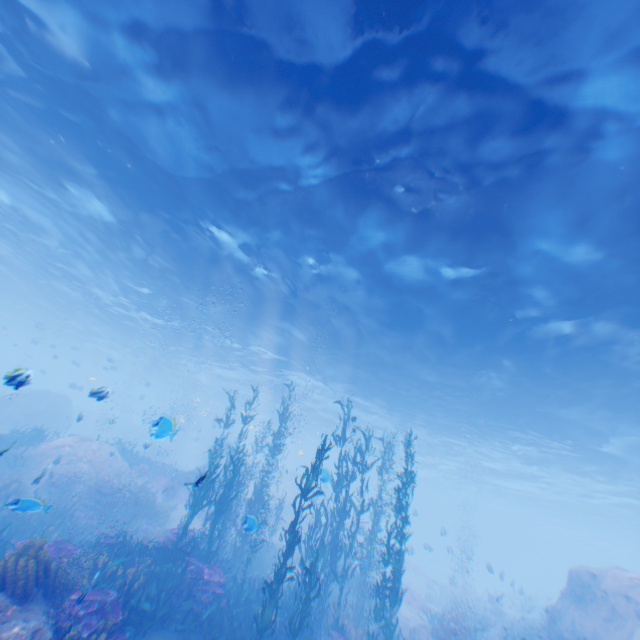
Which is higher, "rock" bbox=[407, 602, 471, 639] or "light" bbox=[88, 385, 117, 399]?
"light" bbox=[88, 385, 117, 399]

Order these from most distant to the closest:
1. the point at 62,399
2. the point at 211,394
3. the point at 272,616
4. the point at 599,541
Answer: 1. the point at 599,541
2. the point at 211,394
3. the point at 62,399
4. the point at 272,616

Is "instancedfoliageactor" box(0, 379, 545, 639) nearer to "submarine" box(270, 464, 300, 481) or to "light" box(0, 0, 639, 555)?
→ "submarine" box(270, 464, 300, 481)

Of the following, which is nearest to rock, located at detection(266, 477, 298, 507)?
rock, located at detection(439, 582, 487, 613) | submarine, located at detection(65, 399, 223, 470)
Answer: submarine, located at detection(65, 399, 223, 470)

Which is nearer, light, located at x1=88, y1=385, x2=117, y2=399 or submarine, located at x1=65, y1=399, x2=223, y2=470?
light, located at x1=88, y1=385, x2=117, y2=399

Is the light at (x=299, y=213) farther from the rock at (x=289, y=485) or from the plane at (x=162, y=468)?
the plane at (x=162, y=468)

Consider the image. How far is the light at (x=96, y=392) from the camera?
8.34m

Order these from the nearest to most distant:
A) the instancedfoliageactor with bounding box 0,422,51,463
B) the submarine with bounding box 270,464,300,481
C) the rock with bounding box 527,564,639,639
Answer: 1. the rock with bounding box 527,564,639,639
2. the instancedfoliageactor with bounding box 0,422,51,463
3. the submarine with bounding box 270,464,300,481
